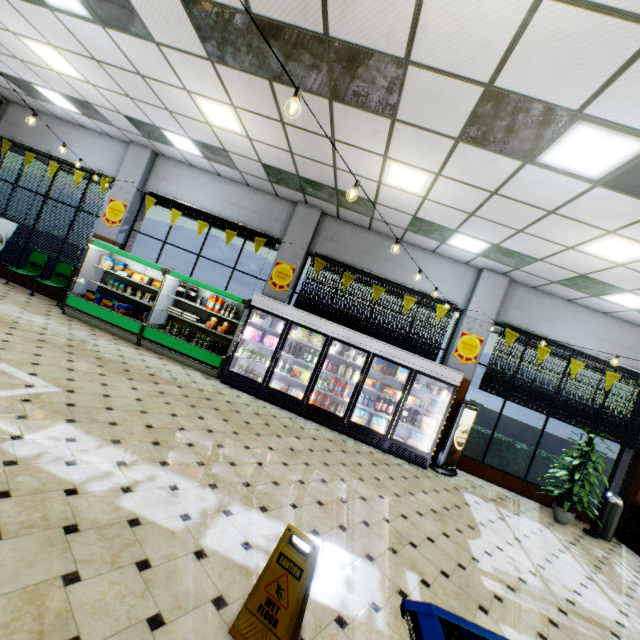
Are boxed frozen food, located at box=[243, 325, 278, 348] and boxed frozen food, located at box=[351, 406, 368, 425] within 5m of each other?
yes

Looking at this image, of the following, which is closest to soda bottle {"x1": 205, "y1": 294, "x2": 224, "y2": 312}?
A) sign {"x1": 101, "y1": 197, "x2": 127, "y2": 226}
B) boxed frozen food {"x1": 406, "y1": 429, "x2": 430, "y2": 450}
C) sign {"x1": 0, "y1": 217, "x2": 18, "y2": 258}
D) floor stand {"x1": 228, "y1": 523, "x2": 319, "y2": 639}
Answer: sign {"x1": 101, "y1": 197, "x2": 127, "y2": 226}

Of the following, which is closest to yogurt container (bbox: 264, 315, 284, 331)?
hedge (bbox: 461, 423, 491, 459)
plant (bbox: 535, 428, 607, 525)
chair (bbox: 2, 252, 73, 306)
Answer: hedge (bbox: 461, 423, 491, 459)

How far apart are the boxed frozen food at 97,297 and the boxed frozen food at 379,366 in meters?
6.8

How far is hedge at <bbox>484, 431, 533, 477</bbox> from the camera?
8.22m

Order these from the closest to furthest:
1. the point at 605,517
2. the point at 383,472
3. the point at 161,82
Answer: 1. the point at 161,82
2. the point at 383,472
3. the point at 605,517

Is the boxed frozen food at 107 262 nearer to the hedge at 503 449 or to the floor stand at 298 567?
the floor stand at 298 567

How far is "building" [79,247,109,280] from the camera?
8.9m
